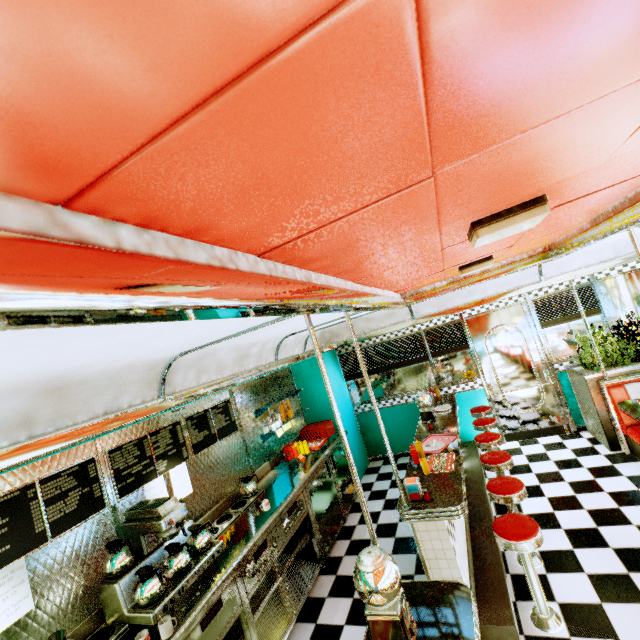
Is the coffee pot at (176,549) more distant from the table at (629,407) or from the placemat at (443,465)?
the table at (629,407)

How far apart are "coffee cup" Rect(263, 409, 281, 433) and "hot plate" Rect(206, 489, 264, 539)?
1.1 meters

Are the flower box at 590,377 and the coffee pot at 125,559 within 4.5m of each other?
no

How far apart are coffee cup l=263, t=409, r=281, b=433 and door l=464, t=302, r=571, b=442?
4.0m

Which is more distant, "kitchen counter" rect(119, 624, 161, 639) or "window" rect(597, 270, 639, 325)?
"window" rect(597, 270, 639, 325)

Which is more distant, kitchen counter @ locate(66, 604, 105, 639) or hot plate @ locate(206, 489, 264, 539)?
hot plate @ locate(206, 489, 264, 539)

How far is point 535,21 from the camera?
0.51m

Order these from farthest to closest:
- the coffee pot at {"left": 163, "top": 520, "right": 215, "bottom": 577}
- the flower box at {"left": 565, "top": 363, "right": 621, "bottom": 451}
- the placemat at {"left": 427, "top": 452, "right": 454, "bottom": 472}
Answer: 1. the flower box at {"left": 565, "top": 363, "right": 621, "bottom": 451}
2. the placemat at {"left": 427, "top": 452, "right": 454, "bottom": 472}
3. the coffee pot at {"left": 163, "top": 520, "right": 215, "bottom": 577}
